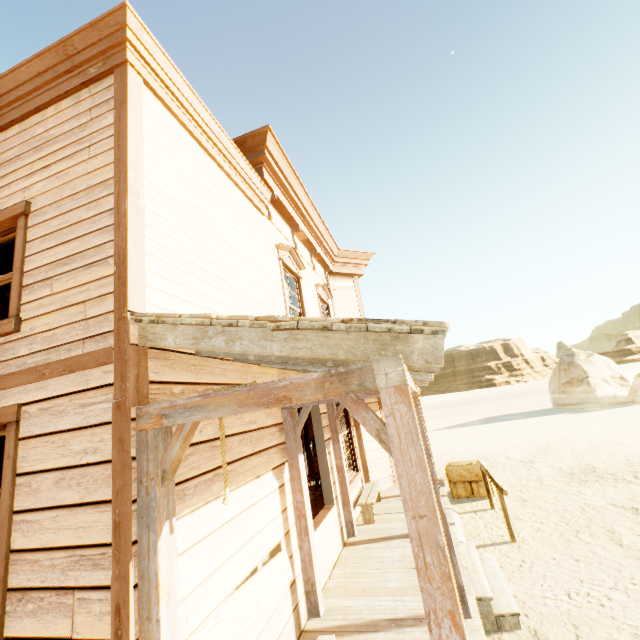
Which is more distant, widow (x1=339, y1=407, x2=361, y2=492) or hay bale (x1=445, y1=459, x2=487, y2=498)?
hay bale (x1=445, y1=459, x2=487, y2=498)

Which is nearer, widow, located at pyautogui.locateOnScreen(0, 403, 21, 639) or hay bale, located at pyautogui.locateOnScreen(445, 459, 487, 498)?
widow, located at pyautogui.locateOnScreen(0, 403, 21, 639)

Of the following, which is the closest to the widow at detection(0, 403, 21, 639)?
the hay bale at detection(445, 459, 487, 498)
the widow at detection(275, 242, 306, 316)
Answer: the widow at detection(275, 242, 306, 316)

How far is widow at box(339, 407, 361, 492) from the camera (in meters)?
7.81

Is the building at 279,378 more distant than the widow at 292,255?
No

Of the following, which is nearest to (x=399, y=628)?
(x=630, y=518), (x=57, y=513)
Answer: (x=57, y=513)

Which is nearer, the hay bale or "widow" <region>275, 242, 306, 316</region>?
"widow" <region>275, 242, 306, 316</region>

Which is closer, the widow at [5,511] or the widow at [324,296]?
the widow at [5,511]
